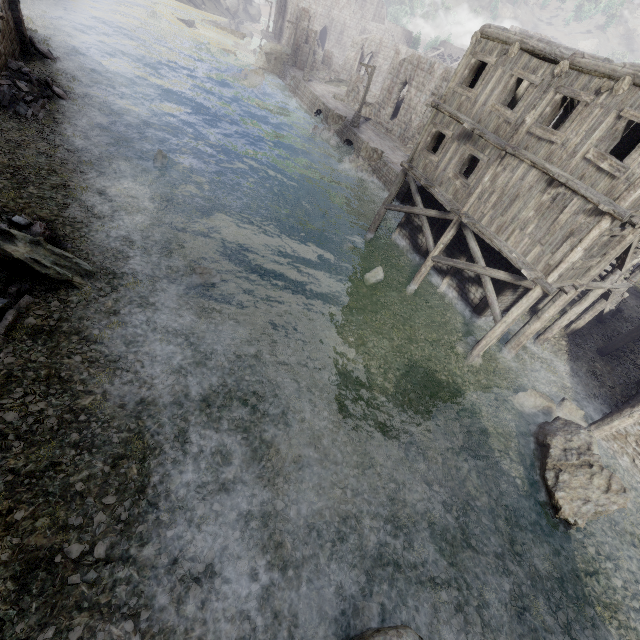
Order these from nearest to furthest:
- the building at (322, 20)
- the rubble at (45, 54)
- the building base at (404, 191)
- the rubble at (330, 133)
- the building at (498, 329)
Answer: the building at (498, 329), the rubble at (45, 54), the building base at (404, 191), the rubble at (330, 133), the building at (322, 20)

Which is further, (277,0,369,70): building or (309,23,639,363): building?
(277,0,369,70): building

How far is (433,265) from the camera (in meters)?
18.31

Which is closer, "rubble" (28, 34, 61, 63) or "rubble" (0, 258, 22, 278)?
"rubble" (0, 258, 22, 278)

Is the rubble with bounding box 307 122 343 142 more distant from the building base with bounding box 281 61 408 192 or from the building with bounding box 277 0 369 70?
the building with bounding box 277 0 369 70

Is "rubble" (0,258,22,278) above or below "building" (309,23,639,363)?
below

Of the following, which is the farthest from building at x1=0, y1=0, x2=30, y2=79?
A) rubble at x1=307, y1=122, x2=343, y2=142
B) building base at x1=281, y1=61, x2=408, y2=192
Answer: rubble at x1=307, y1=122, x2=343, y2=142

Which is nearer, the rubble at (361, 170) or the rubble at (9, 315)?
the rubble at (9, 315)
